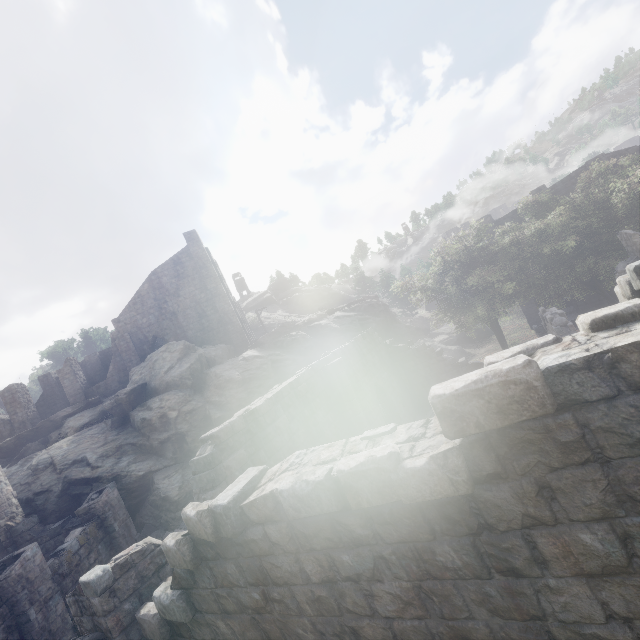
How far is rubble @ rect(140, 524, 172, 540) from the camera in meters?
16.3 m

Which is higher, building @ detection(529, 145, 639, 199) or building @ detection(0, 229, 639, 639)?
building @ detection(529, 145, 639, 199)

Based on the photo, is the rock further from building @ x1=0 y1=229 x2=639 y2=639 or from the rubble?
building @ x1=0 y1=229 x2=639 y2=639

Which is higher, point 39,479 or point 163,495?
point 39,479

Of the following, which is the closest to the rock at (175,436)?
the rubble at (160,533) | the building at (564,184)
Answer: the rubble at (160,533)

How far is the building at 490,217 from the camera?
31.1 meters
